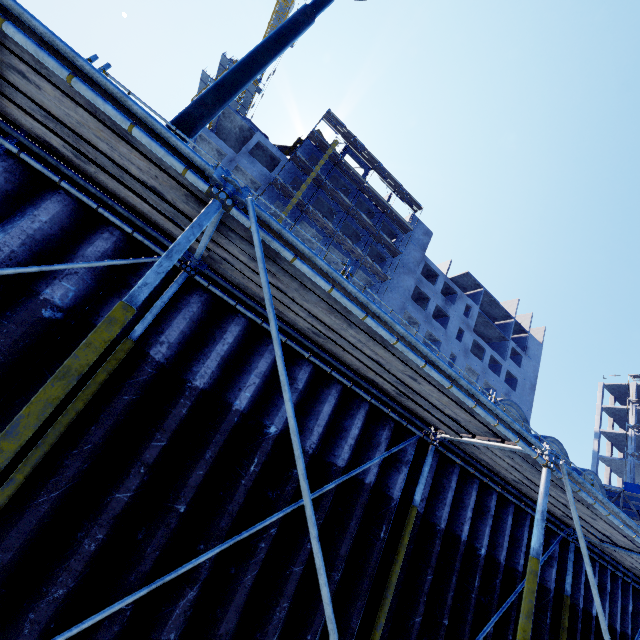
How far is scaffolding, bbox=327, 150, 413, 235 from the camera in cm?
3566

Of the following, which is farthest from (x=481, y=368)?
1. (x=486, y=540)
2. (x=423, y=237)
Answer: (x=486, y=540)

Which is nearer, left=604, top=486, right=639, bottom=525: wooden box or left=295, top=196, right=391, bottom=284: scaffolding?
left=604, top=486, right=639, bottom=525: wooden box

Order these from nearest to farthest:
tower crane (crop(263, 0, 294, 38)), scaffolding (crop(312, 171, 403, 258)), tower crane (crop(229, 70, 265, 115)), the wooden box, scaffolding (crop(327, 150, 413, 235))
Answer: the wooden box, scaffolding (crop(312, 171, 403, 258)), scaffolding (crop(327, 150, 413, 235)), tower crane (crop(263, 0, 294, 38)), tower crane (crop(229, 70, 265, 115))

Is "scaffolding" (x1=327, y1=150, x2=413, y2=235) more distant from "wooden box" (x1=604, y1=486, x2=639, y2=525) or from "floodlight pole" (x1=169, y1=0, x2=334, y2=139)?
"wooden box" (x1=604, y1=486, x2=639, y2=525)

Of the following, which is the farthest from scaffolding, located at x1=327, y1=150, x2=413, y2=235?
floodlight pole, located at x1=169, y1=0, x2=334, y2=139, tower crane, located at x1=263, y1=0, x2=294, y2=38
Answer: tower crane, located at x1=263, y1=0, x2=294, y2=38

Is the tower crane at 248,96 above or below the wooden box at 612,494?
above

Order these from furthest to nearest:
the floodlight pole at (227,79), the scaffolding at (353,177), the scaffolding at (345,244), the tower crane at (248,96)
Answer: the tower crane at (248,96)
the scaffolding at (353,177)
the scaffolding at (345,244)
the floodlight pole at (227,79)
